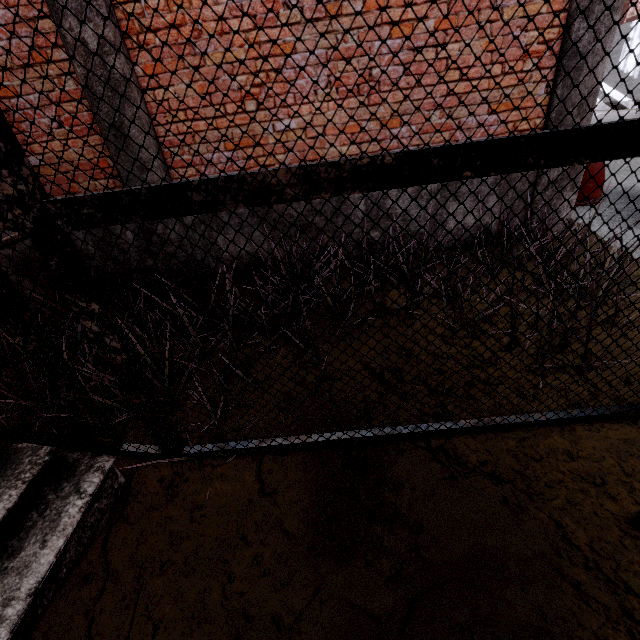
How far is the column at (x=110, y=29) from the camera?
3.08m

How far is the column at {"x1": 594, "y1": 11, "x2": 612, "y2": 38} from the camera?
3.1m

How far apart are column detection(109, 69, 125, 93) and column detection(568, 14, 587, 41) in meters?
4.3 m

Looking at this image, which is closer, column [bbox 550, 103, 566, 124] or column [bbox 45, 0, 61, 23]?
column [bbox 45, 0, 61, 23]

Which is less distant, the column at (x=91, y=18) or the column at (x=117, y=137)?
the column at (x=91, y=18)

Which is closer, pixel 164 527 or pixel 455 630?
pixel 455 630
